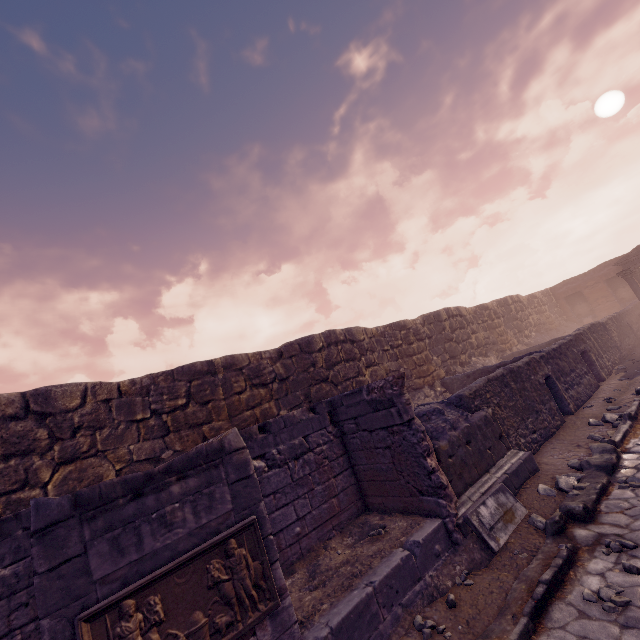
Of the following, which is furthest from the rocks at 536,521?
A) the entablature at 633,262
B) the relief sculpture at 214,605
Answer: the entablature at 633,262

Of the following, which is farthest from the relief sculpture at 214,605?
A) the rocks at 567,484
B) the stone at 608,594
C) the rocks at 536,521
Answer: the rocks at 567,484

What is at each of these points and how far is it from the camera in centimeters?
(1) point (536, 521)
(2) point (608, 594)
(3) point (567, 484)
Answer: (1) rocks, 489cm
(2) stone, 335cm
(3) rocks, 561cm

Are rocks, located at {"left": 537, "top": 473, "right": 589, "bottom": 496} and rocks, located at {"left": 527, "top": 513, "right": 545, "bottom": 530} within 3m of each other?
yes

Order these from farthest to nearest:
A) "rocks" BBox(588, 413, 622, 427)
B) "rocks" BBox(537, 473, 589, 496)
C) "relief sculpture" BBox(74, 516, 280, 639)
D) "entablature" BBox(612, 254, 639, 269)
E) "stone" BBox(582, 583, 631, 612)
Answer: "entablature" BBox(612, 254, 639, 269)
"rocks" BBox(588, 413, 622, 427)
"rocks" BBox(537, 473, 589, 496)
"stone" BBox(582, 583, 631, 612)
"relief sculpture" BBox(74, 516, 280, 639)

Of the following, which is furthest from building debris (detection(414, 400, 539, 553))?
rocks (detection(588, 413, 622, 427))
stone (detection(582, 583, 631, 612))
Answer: rocks (detection(588, 413, 622, 427))

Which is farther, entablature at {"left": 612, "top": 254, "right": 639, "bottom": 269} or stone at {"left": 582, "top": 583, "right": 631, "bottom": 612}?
entablature at {"left": 612, "top": 254, "right": 639, "bottom": 269}

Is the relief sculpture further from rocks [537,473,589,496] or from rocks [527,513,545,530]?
rocks [537,473,589,496]
